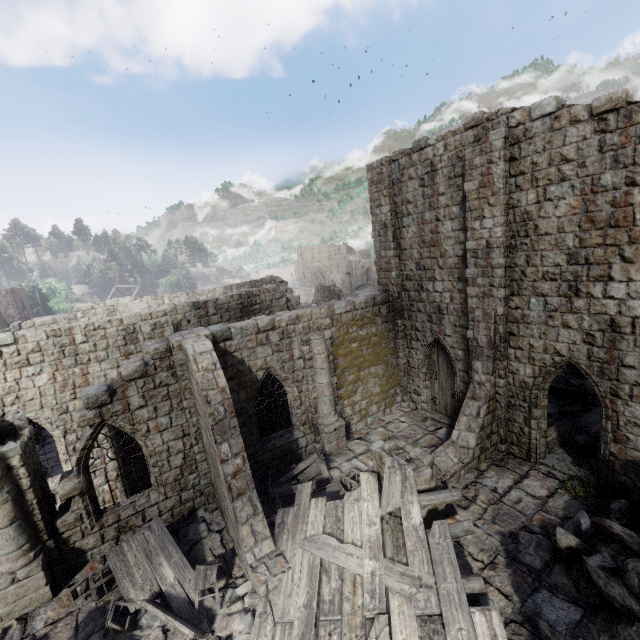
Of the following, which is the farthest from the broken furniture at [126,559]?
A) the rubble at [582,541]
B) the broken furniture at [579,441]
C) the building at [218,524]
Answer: the broken furniture at [579,441]

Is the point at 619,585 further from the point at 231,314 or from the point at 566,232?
the point at 231,314

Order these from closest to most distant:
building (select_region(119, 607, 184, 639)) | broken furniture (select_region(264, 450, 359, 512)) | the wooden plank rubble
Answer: the wooden plank rubble < building (select_region(119, 607, 184, 639)) < broken furniture (select_region(264, 450, 359, 512))

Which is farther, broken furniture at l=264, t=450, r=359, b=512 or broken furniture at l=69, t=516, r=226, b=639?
broken furniture at l=264, t=450, r=359, b=512

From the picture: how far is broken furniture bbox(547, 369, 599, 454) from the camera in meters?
11.7 m

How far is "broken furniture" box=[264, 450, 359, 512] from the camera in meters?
10.6

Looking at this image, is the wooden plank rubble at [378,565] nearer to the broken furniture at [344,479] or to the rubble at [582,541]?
the broken furniture at [344,479]

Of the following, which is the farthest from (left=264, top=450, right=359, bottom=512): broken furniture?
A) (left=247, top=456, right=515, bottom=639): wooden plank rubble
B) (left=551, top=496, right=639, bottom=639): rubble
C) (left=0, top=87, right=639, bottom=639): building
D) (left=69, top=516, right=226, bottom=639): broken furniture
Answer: (left=551, top=496, right=639, bottom=639): rubble
